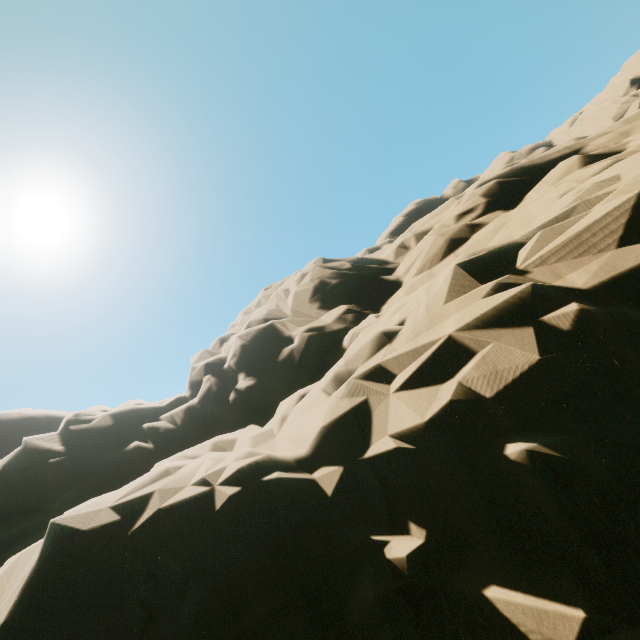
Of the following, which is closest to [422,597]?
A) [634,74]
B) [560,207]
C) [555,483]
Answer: [555,483]
